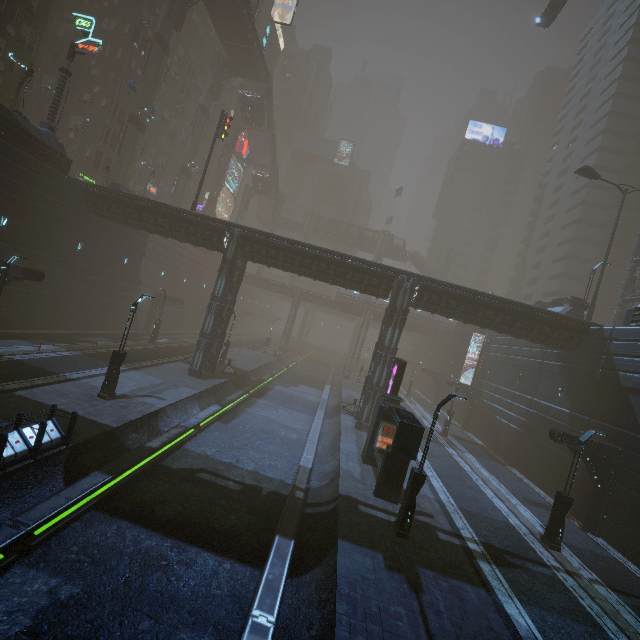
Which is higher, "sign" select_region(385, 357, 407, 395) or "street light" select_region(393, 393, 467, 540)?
"sign" select_region(385, 357, 407, 395)

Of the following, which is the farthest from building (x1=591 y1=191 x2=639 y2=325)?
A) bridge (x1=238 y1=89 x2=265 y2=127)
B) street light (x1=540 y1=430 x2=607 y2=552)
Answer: bridge (x1=238 y1=89 x2=265 y2=127)

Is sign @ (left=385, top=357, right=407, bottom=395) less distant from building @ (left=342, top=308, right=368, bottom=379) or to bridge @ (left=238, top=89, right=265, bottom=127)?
building @ (left=342, top=308, right=368, bottom=379)

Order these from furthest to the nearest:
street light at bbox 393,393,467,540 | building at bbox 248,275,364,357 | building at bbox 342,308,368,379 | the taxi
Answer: building at bbox 248,275,364,357
building at bbox 342,308,368,379
the taxi
street light at bbox 393,393,467,540

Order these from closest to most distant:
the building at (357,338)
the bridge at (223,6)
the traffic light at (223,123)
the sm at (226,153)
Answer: the traffic light at (223,123) < the bridge at (223,6) < the building at (357,338) < the sm at (226,153)

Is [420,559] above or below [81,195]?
below

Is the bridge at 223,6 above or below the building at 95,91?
above

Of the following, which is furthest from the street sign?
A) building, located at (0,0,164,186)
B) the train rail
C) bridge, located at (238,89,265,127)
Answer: bridge, located at (238,89,265,127)
